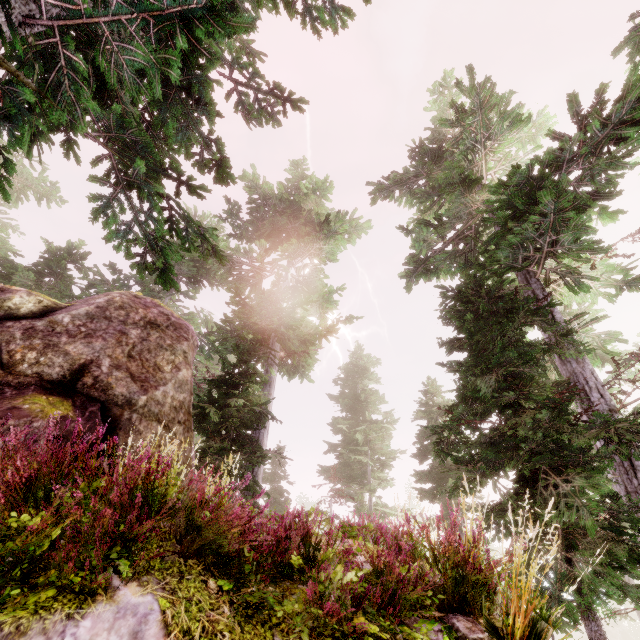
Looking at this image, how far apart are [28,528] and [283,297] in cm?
1441

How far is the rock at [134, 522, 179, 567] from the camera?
2.51m

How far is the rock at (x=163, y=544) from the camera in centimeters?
251cm

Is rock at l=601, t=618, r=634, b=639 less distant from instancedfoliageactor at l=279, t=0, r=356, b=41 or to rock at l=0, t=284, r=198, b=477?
instancedfoliageactor at l=279, t=0, r=356, b=41

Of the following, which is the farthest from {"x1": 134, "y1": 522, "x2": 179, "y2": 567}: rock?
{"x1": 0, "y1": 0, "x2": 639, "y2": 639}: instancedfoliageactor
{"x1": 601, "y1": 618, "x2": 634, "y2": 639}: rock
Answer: {"x1": 601, "y1": 618, "x2": 634, "y2": 639}: rock

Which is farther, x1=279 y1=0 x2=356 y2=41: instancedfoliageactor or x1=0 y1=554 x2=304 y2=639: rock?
x1=279 y1=0 x2=356 y2=41: instancedfoliageactor

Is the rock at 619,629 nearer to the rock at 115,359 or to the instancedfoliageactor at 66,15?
the instancedfoliageactor at 66,15
